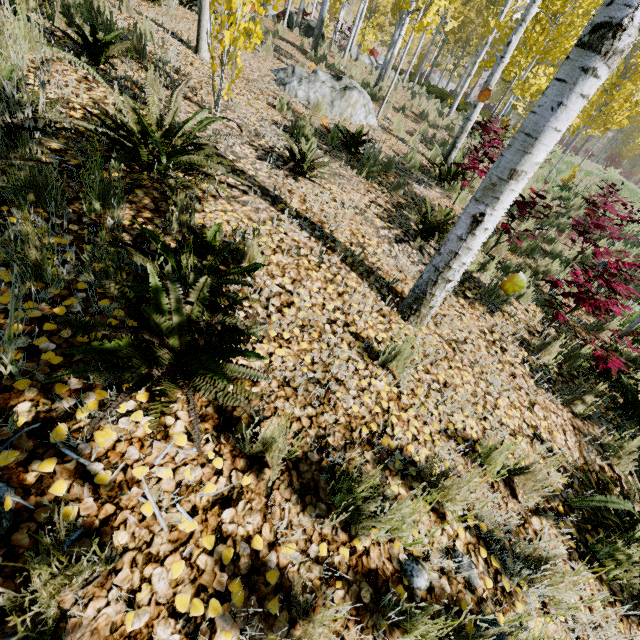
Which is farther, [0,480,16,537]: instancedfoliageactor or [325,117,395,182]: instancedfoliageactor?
[325,117,395,182]: instancedfoliageactor

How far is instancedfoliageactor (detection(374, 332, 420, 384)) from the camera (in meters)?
2.34

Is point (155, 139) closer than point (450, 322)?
Yes

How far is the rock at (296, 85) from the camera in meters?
6.5

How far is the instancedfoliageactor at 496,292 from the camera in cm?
406

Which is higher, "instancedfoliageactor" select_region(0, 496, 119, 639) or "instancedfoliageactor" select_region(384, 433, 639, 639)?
"instancedfoliageactor" select_region(0, 496, 119, 639)

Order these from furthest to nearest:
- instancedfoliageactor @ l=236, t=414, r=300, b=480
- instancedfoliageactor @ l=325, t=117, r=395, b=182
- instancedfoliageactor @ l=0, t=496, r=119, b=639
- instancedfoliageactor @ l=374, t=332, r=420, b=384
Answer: instancedfoliageactor @ l=325, t=117, r=395, b=182 → instancedfoliageactor @ l=374, t=332, r=420, b=384 → instancedfoliageactor @ l=236, t=414, r=300, b=480 → instancedfoliageactor @ l=0, t=496, r=119, b=639
